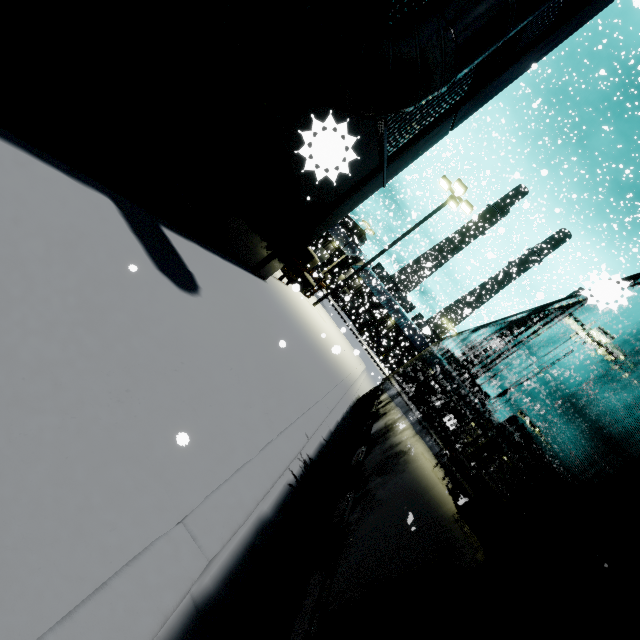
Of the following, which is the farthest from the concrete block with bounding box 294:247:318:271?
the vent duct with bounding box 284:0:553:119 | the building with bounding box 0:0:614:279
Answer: the building with bounding box 0:0:614:279

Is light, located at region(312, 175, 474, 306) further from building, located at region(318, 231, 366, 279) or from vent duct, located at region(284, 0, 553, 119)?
building, located at region(318, 231, 366, 279)

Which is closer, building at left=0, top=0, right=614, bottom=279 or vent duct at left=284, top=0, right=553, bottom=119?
building at left=0, top=0, right=614, bottom=279

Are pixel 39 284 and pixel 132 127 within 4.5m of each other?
yes

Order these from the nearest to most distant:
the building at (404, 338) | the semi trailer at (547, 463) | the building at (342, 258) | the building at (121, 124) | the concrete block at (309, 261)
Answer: the semi trailer at (547, 463) < the building at (121, 124) < the concrete block at (309, 261) < the building at (404, 338) < the building at (342, 258)

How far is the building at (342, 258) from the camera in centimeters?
4669cm

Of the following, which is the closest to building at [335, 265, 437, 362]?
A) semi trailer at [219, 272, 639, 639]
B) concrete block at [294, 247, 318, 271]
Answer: semi trailer at [219, 272, 639, 639]

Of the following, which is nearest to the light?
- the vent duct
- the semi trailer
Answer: the vent duct
